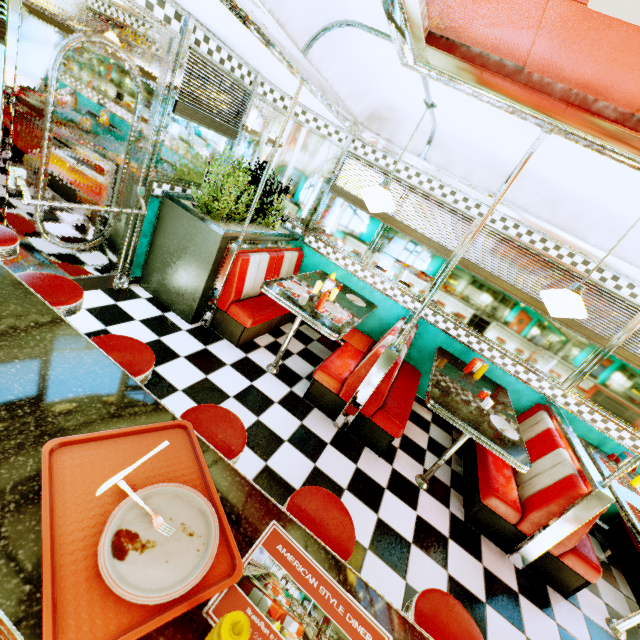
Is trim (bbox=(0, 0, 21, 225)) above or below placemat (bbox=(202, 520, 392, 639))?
above

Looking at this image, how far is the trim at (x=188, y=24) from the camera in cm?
272

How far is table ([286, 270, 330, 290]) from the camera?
3.93m

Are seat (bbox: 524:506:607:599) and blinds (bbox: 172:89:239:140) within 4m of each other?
no

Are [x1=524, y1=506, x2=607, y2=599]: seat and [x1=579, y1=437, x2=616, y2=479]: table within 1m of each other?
yes

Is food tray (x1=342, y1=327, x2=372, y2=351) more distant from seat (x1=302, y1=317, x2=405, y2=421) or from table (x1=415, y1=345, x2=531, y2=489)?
table (x1=415, y1=345, x2=531, y2=489)

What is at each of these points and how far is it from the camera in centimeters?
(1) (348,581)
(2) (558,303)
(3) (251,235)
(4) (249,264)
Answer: (1) counter, 102cm
(2) hanging light, 280cm
(3) flower box, 372cm
(4) seat, 369cm

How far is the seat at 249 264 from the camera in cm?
363
